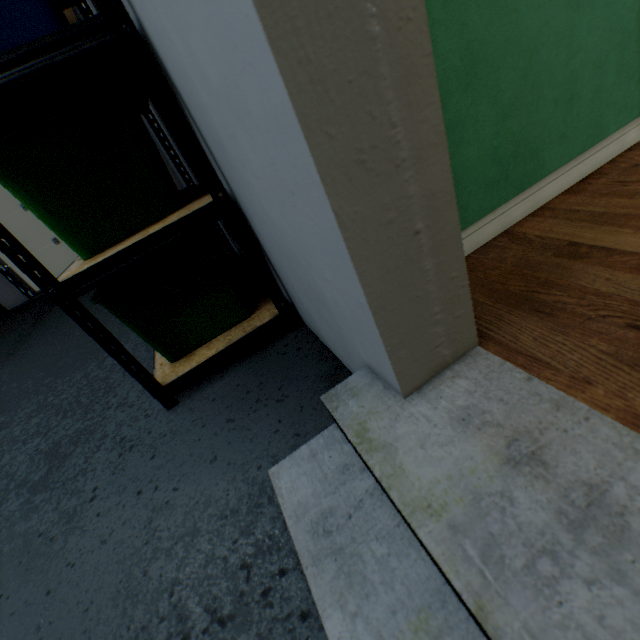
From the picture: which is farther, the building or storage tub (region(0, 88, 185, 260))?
storage tub (region(0, 88, 185, 260))

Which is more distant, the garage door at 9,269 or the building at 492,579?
the garage door at 9,269

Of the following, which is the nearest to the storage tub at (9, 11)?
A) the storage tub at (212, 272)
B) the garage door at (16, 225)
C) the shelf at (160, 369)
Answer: the shelf at (160, 369)

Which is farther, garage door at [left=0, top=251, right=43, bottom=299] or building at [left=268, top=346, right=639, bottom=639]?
garage door at [left=0, top=251, right=43, bottom=299]

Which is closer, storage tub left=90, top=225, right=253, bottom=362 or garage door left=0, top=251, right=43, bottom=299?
storage tub left=90, top=225, right=253, bottom=362

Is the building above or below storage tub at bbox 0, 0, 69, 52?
below

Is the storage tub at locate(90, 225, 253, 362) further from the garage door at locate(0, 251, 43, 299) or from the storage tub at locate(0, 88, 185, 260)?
the garage door at locate(0, 251, 43, 299)

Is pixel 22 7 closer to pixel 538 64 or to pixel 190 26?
pixel 190 26
